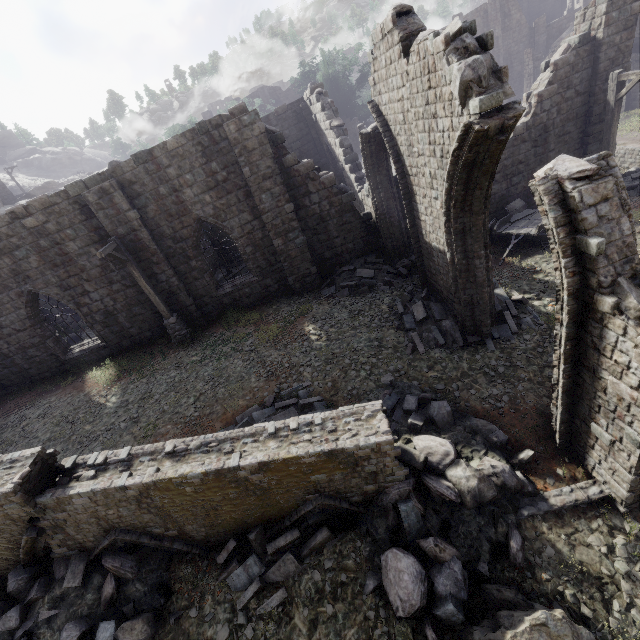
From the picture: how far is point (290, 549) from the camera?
6.4m

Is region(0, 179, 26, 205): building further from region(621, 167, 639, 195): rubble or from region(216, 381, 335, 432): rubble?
region(621, 167, 639, 195): rubble

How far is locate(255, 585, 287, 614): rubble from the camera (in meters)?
5.94

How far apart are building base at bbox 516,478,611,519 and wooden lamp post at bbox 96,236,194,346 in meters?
11.9 m

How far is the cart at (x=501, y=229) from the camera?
11.8m

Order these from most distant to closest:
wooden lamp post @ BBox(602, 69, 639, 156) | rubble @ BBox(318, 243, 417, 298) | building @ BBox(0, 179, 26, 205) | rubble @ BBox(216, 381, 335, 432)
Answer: building @ BBox(0, 179, 26, 205), rubble @ BBox(318, 243, 417, 298), wooden lamp post @ BBox(602, 69, 639, 156), rubble @ BBox(216, 381, 335, 432)

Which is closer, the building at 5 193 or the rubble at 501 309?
the rubble at 501 309

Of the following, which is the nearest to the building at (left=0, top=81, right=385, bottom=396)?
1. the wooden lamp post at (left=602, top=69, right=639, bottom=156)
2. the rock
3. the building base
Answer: the rock
